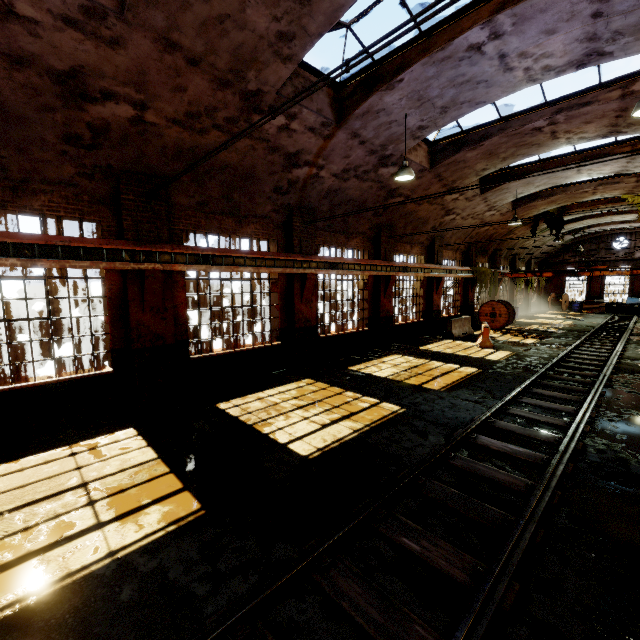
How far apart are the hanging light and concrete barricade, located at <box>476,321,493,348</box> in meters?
8.8

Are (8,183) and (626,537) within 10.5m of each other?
no

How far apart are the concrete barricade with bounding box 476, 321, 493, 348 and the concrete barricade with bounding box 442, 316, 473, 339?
0.9 meters

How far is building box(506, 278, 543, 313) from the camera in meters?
28.3 m

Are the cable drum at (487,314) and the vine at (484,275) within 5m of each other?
yes

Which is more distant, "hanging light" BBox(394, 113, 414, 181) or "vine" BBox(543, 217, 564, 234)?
"vine" BBox(543, 217, 564, 234)

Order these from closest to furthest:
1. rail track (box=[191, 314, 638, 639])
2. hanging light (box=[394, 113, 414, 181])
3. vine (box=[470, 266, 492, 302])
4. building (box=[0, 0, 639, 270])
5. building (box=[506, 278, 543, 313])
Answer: rail track (box=[191, 314, 638, 639]) → building (box=[0, 0, 639, 270]) → hanging light (box=[394, 113, 414, 181]) → vine (box=[470, 266, 492, 302]) → building (box=[506, 278, 543, 313])

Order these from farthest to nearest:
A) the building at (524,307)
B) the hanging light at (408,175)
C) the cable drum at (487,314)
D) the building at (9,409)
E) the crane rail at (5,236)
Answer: the building at (524,307) → the cable drum at (487,314) → the hanging light at (408,175) → the building at (9,409) → the crane rail at (5,236)
